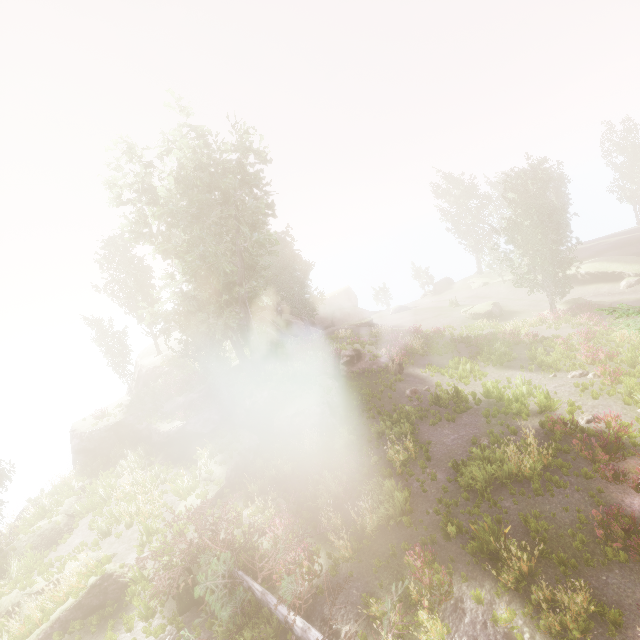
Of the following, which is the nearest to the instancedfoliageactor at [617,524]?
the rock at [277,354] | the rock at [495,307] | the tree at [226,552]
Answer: the rock at [277,354]

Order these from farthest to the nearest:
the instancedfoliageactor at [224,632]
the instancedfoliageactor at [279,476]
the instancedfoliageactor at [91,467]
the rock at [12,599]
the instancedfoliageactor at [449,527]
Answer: the instancedfoliageactor at [91,467]
the instancedfoliageactor at [279,476]
the rock at [12,599]
the instancedfoliageactor at [449,527]
the instancedfoliageactor at [224,632]

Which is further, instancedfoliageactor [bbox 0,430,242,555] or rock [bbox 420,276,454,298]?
rock [bbox 420,276,454,298]

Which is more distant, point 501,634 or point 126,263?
point 126,263

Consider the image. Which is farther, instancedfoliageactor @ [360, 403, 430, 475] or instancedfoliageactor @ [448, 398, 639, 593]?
instancedfoliageactor @ [360, 403, 430, 475]

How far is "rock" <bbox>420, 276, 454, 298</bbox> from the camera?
52.2m
